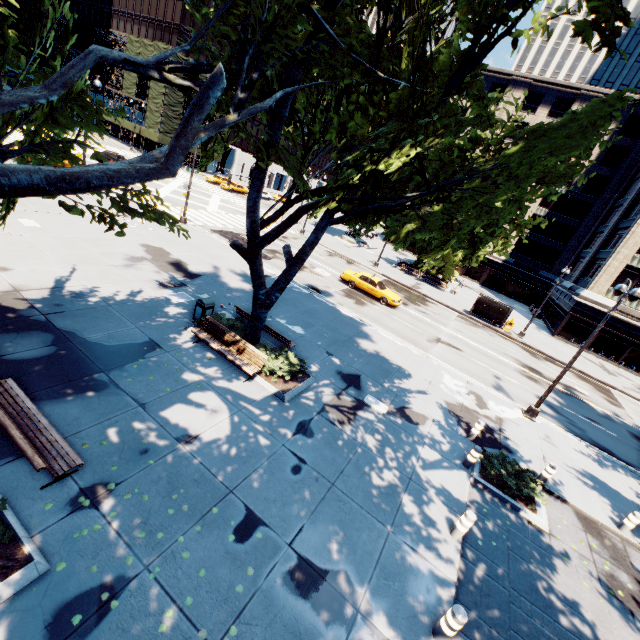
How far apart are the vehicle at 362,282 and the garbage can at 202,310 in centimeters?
1470cm

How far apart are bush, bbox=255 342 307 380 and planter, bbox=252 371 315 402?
0.0m

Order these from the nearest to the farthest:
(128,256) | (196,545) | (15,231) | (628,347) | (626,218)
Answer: (196,545)
(15,231)
(128,256)
(628,347)
(626,218)

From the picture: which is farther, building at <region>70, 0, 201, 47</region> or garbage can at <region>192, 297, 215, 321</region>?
building at <region>70, 0, 201, 47</region>

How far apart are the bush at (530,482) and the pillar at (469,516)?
3.0 meters

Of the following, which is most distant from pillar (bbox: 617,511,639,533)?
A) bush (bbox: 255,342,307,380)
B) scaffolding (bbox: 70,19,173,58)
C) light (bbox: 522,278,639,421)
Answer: scaffolding (bbox: 70,19,173,58)

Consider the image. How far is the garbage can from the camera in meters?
12.5

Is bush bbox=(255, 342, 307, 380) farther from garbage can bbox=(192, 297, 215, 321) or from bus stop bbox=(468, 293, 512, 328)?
bus stop bbox=(468, 293, 512, 328)
